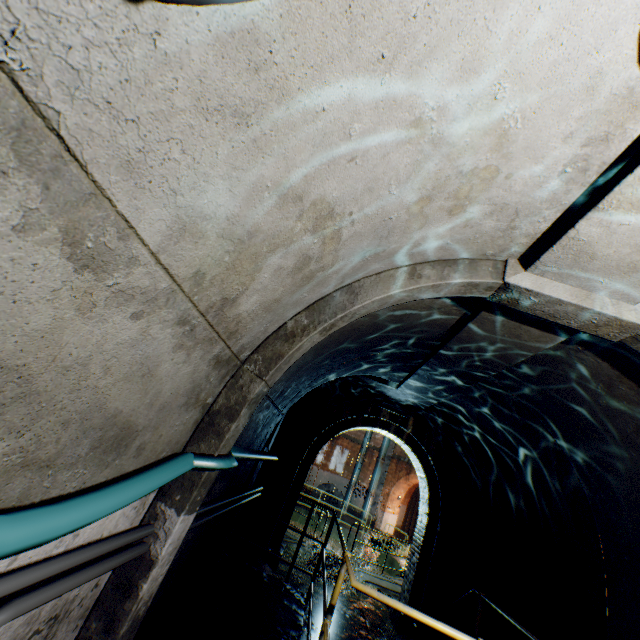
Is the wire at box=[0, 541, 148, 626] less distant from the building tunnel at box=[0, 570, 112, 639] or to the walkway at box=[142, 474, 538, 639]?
A: the building tunnel at box=[0, 570, 112, 639]

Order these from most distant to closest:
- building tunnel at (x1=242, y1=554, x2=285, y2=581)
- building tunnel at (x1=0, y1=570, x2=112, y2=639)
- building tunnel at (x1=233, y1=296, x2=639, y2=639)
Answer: building tunnel at (x1=242, y1=554, x2=285, y2=581) → building tunnel at (x1=233, y1=296, x2=639, y2=639) → building tunnel at (x1=0, y1=570, x2=112, y2=639)

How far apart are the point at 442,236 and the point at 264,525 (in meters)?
8.22

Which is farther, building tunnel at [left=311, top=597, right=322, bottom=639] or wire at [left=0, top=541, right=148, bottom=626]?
building tunnel at [left=311, top=597, right=322, bottom=639]

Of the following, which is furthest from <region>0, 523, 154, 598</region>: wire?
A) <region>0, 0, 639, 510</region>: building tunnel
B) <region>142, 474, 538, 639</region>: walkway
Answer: <region>142, 474, 538, 639</region>: walkway

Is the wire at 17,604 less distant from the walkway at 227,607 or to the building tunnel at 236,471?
the building tunnel at 236,471

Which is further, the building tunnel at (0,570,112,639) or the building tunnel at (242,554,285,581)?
the building tunnel at (242,554,285,581)
